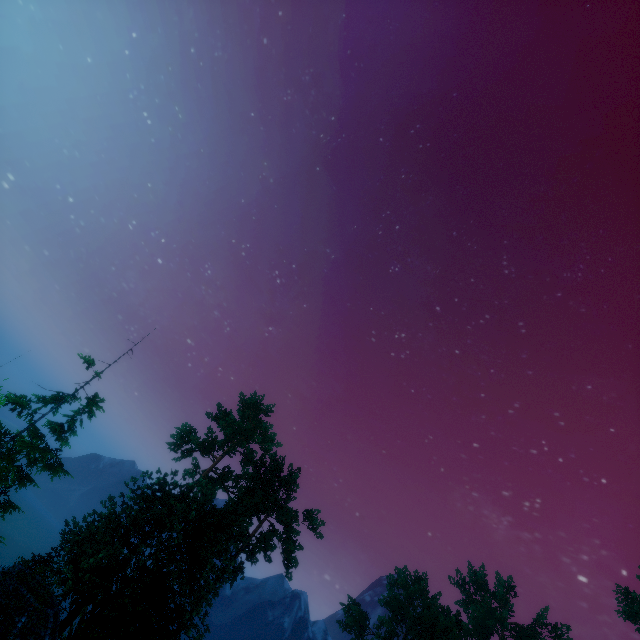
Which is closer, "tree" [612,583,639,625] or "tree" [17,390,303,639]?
"tree" [17,390,303,639]

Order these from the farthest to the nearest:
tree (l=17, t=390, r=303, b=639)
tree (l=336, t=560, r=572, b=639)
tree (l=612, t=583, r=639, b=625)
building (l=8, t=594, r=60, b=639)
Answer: tree (l=612, t=583, r=639, b=625) → tree (l=336, t=560, r=572, b=639) → tree (l=17, t=390, r=303, b=639) → building (l=8, t=594, r=60, b=639)

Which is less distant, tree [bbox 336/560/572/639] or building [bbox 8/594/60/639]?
building [bbox 8/594/60/639]

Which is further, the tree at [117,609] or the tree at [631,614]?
the tree at [631,614]

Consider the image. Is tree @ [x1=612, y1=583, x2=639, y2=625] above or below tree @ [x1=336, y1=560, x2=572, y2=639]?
above

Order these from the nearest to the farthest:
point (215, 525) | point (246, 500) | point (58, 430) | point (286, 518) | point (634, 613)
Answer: point (215, 525) < point (58, 430) < point (286, 518) < point (246, 500) < point (634, 613)

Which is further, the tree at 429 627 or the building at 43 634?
the tree at 429 627
